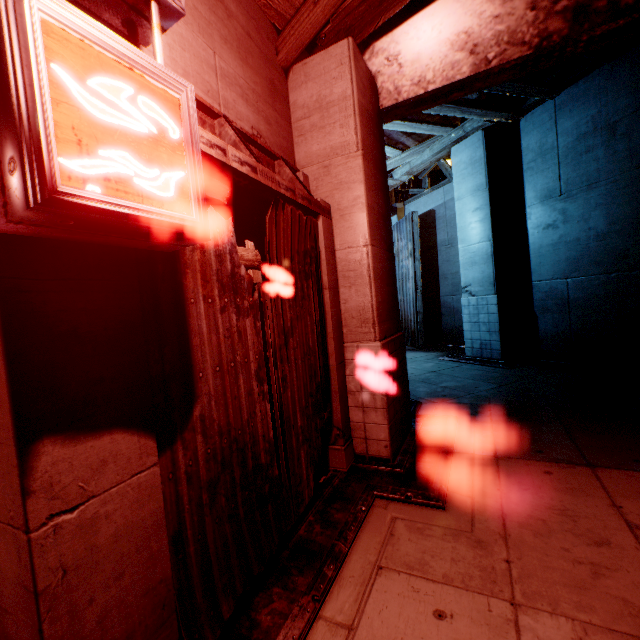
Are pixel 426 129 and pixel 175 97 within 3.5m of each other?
no
